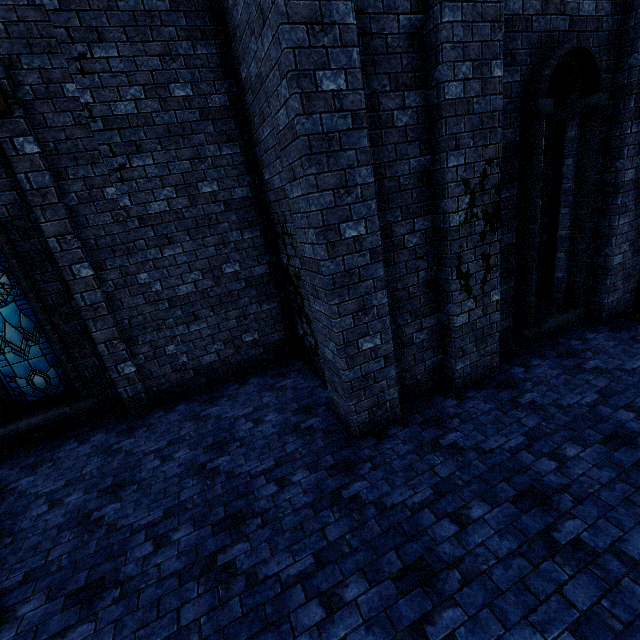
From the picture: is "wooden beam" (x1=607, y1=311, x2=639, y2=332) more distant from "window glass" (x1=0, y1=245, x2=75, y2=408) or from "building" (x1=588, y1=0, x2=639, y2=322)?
"window glass" (x1=0, y1=245, x2=75, y2=408)

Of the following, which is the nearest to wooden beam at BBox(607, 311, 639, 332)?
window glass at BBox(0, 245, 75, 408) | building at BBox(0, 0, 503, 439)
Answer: building at BBox(0, 0, 503, 439)

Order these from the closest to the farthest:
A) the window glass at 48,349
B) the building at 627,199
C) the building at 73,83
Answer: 1. the building at 73,83
2. the building at 627,199
3. the window glass at 48,349

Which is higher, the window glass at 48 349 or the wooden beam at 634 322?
the window glass at 48 349

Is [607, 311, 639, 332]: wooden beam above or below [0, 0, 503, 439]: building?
below

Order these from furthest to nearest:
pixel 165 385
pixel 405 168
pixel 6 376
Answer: pixel 165 385, pixel 6 376, pixel 405 168
